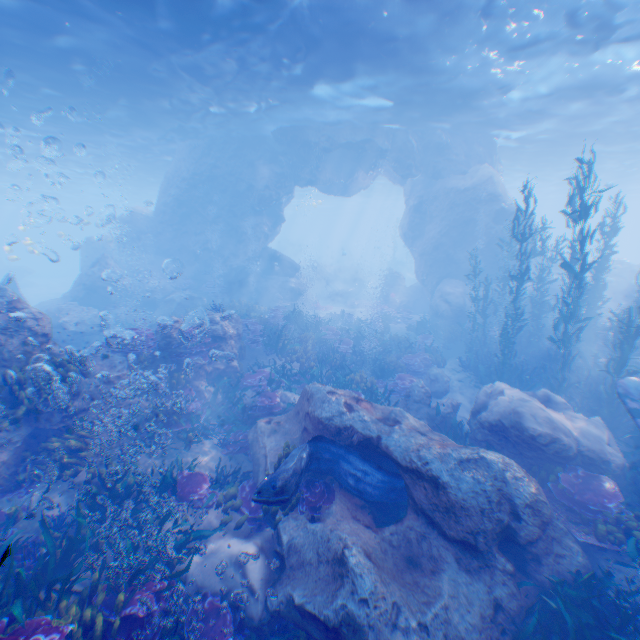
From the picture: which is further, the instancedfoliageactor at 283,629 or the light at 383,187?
the light at 383,187

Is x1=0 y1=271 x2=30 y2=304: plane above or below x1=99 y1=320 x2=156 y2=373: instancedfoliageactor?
above

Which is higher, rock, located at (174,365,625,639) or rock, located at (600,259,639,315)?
rock, located at (600,259,639,315)

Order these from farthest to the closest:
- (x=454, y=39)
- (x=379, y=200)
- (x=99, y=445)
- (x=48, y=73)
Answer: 1. (x=379, y=200)
2. (x=48, y=73)
3. (x=454, y=39)
4. (x=99, y=445)

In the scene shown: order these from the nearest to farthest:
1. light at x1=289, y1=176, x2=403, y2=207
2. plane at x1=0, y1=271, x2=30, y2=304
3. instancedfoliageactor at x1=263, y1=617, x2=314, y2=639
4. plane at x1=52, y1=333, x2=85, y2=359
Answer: instancedfoliageactor at x1=263, y1=617, x2=314, y2=639 → plane at x1=52, y1=333, x2=85, y2=359 → plane at x1=0, y1=271, x2=30, y2=304 → light at x1=289, y1=176, x2=403, y2=207

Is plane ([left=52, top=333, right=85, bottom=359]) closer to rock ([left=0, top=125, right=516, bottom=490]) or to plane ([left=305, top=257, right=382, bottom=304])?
rock ([left=0, top=125, right=516, bottom=490])

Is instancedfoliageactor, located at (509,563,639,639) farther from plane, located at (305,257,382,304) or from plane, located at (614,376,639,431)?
plane, located at (305,257,382,304)

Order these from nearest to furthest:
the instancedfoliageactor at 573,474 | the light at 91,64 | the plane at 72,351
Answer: the instancedfoliageactor at 573,474
the light at 91,64
the plane at 72,351
